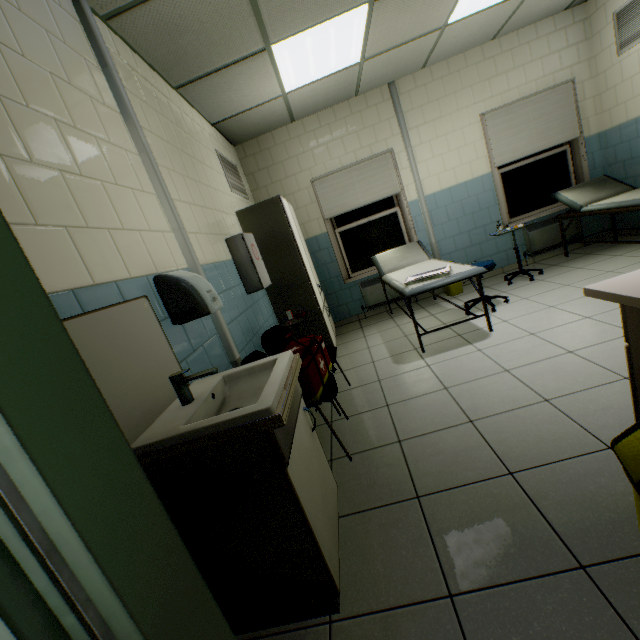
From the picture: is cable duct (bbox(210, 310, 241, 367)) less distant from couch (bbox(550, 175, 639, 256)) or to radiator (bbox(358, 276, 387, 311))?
radiator (bbox(358, 276, 387, 311))

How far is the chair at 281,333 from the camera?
2.4m

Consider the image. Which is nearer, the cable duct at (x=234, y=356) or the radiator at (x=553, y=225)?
the cable duct at (x=234, y=356)

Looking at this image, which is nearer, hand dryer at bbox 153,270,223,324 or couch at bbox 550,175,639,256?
hand dryer at bbox 153,270,223,324

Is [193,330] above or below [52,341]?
below

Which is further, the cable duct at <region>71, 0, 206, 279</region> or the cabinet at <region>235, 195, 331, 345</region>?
the cabinet at <region>235, 195, 331, 345</region>

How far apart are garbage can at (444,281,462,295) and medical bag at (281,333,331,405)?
3.1 meters

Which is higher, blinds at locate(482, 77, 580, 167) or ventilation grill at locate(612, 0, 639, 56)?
ventilation grill at locate(612, 0, 639, 56)
